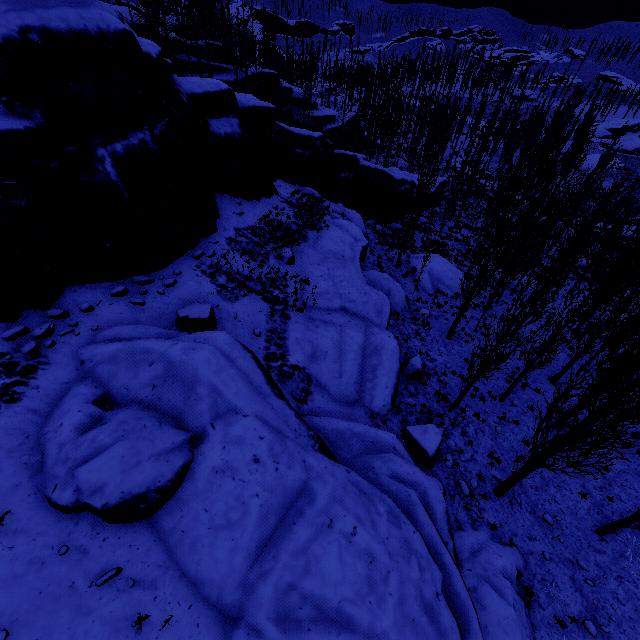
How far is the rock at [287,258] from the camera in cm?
1603

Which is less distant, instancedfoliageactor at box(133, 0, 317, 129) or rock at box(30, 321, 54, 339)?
rock at box(30, 321, 54, 339)

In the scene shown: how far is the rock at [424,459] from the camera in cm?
1149

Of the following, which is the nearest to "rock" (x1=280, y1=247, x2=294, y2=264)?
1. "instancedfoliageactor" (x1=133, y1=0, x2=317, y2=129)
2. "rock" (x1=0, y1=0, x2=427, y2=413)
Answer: "rock" (x1=0, y1=0, x2=427, y2=413)

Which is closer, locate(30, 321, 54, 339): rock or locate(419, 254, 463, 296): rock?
locate(30, 321, 54, 339): rock

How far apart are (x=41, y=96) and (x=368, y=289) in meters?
13.5 m

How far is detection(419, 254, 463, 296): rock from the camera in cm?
2509
